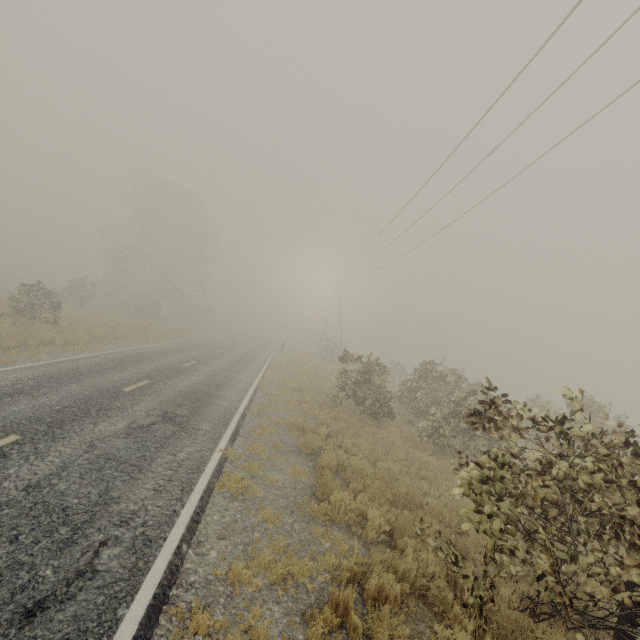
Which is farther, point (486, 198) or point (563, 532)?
point (486, 198)
